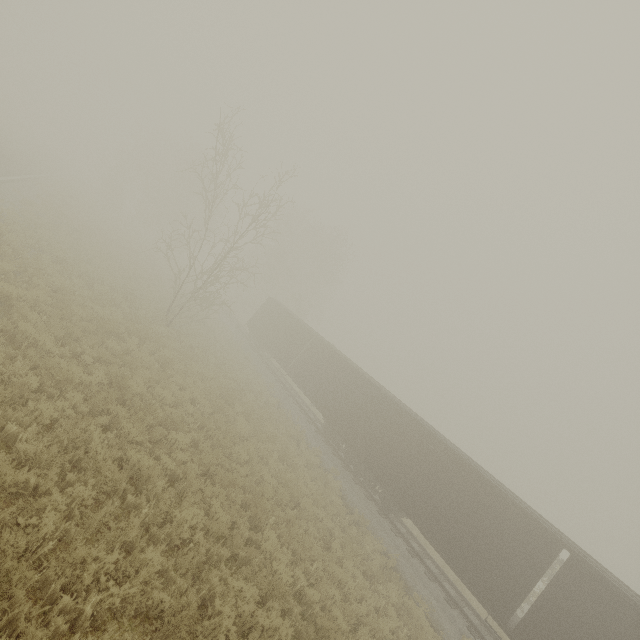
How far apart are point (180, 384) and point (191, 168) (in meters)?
12.38
